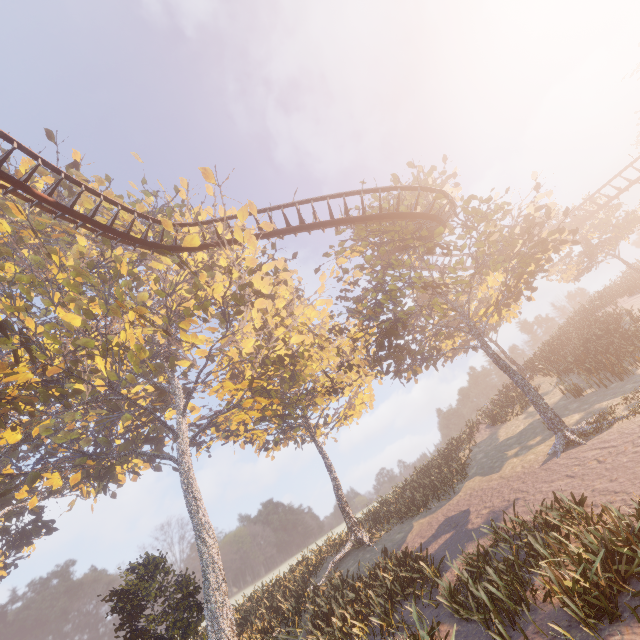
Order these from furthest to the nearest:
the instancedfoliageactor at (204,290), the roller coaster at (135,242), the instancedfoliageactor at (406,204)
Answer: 1. the instancedfoliageactor at (406,204)
2. the roller coaster at (135,242)
3. the instancedfoliageactor at (204,290)

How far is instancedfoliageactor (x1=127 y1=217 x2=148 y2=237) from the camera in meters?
21.5

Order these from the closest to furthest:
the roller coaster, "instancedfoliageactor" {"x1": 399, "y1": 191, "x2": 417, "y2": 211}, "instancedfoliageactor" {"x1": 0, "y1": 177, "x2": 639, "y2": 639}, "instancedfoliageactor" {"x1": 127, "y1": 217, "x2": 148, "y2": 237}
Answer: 1. "instancedfoliageactor" {"x1": 0, "y1": 177, "x2": 639, "y2": 639}
2. the roller coaster
3. "instancedfoliageactor" {"x1": 399, "y1": 191, "x2": 417, "y2": 211}
4. "instancedfoliageactor" {"x1": 127, "y1": 217, "x2": 148, "y2": 237}

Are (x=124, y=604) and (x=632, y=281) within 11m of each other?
no

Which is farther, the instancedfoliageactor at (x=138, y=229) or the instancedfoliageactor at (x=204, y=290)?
the instancedfoliageactor at (x=138, y=229)

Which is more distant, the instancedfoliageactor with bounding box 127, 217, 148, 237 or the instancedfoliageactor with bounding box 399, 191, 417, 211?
the instancedfoliageactor with bounding box 127, 217, 148, 237

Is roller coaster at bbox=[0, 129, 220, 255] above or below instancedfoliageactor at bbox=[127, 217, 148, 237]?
below
